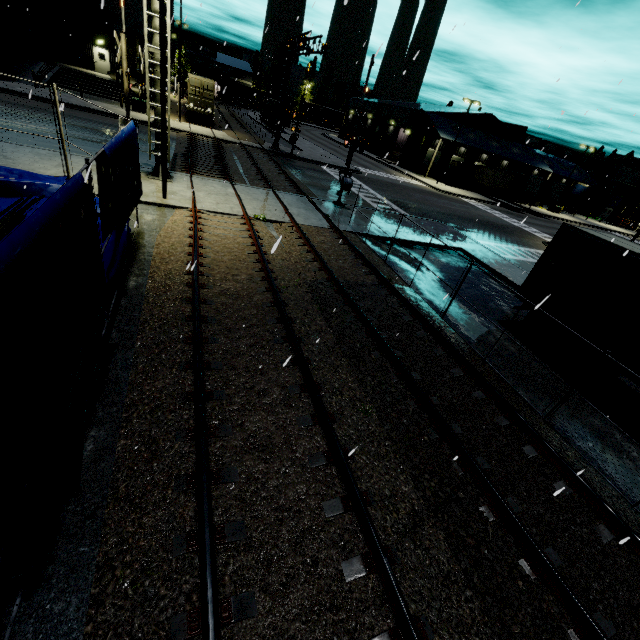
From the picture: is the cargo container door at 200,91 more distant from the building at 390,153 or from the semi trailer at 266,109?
the building at 390,153

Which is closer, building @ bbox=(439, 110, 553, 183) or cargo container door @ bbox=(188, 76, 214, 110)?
cargo container door @ bbox=(188, 76, 214, 110)

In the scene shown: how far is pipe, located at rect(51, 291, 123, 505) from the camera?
4.1m

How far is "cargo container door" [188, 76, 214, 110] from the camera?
31.72m

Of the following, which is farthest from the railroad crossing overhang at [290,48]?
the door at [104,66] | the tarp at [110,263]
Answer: the door at [104,66]

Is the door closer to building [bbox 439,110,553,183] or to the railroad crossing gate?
building [bbox 439,110,553,183]

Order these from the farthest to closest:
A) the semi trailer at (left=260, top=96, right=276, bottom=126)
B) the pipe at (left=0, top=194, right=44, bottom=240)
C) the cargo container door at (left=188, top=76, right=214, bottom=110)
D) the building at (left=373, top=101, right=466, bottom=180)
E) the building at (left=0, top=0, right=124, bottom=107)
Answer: the semi trailer at (left=260, top=96, right=276, bottom=126)
the building at (left=373, top=101, right=466, bottom=180)
the cargo container door at (left=188, top=76, right=214, bottom=110)
the building at (left=0, top=0, right=124, bottom=107)
the pipe at (left=0, top=194, right=44, bottom=240)

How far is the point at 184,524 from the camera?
3.97m
